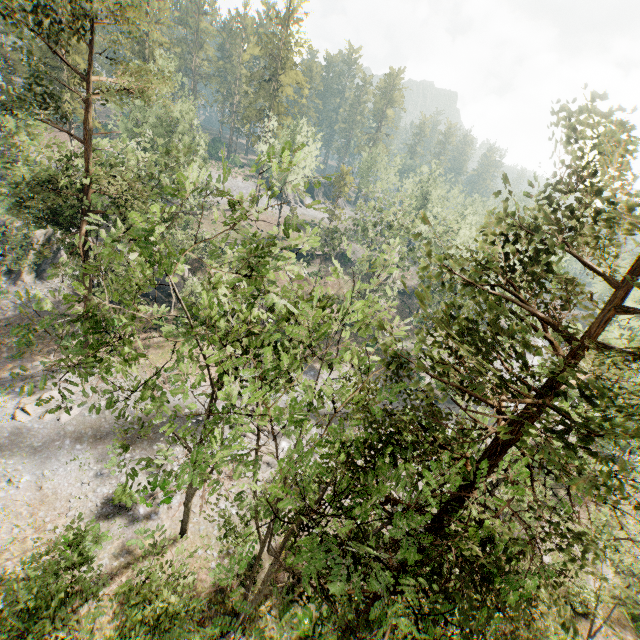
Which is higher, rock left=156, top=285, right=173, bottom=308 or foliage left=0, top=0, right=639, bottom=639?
foliage left=0, top=0, right=639, bottom=639

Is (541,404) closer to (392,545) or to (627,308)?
(627,308)

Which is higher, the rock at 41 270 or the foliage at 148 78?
the foliage at 148 78

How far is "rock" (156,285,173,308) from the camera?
37.44m

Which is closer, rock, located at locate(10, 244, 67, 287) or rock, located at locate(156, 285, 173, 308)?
rock, located at locate(10, 244, 67, 287)

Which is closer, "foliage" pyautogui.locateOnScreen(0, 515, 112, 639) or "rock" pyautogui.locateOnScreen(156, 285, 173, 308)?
"foliage" pyautogui.locateOnScreen(0, 515, 112, 639)
